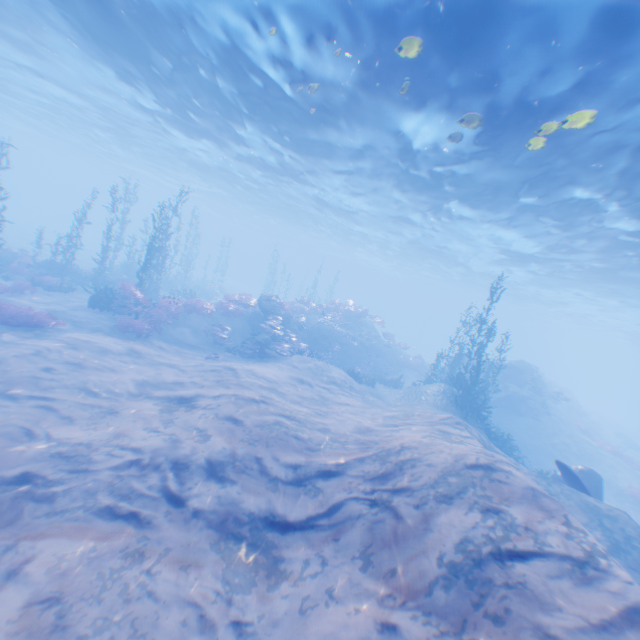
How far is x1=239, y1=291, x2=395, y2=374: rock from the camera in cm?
1933

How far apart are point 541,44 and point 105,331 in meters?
18.6

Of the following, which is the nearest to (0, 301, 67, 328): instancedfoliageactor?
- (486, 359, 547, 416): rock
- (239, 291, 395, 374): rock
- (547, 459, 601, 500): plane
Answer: (486, 359, 547, 416): rock

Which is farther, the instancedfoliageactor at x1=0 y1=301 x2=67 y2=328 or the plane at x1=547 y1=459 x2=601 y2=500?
the instancedfoliageactor at x1=0 y1=301 x2=67 y2=328

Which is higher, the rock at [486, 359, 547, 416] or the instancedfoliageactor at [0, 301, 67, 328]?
the rock at [486, 359, 547, 416]

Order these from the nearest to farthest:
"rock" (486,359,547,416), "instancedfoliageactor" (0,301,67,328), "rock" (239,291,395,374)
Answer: "instancedfoliageactor" (0,301,67,328) → "rock" (239,291,395,374) → "rock" (486,359,547,416)

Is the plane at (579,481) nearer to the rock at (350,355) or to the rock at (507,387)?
the rock at (507,387)

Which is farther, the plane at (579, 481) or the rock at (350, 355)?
the rock at (350, 355)
